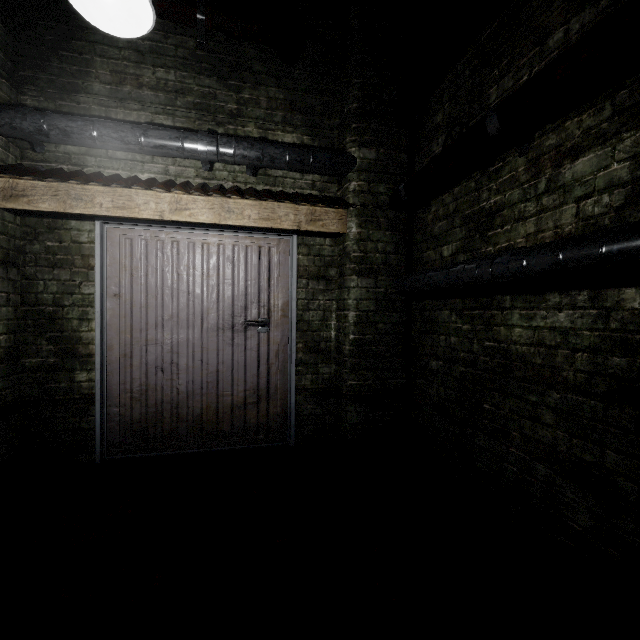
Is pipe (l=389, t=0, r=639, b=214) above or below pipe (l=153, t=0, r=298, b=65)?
below

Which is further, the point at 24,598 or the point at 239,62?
the point at 239,62

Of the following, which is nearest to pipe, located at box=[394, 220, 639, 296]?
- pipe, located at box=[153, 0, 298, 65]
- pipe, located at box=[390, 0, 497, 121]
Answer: pipe, located at box=[153, 0, 298, 65]

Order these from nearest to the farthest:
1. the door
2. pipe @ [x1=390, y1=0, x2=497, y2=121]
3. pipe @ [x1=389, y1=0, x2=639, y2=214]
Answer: pipe @ [x1=389, y1=0, x2=639, y2=214]
pipe @ [x1=390, y1=0, x2=497, y2=121]
the door

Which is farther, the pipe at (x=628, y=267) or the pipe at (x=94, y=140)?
the pipe at (x=94, y=140)

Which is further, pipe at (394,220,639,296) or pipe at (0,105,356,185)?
pipe at (0,105,356,185)

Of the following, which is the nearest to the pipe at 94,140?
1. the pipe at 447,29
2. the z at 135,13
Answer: the pipe at 447,29

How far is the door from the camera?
2.7 meters
